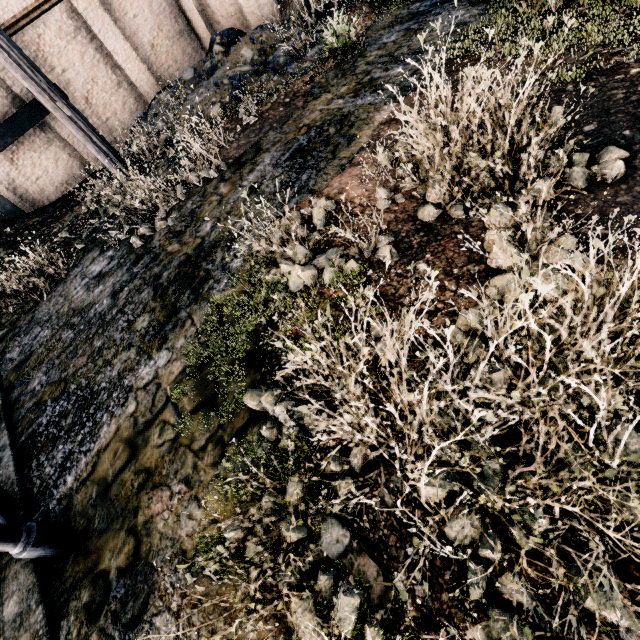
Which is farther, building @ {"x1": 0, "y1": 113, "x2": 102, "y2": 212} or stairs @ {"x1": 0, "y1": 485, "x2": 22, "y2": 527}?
building @ {"x1": 0, "y1": 113, "x2": 102, "y2": 212}

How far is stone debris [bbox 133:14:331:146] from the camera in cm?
1244

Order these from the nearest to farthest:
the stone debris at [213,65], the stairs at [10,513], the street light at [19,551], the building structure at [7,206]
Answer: the street light at [19,551]
the stairs at [10,513]
the stone debris at [213,65]
the building structure at [7,206]

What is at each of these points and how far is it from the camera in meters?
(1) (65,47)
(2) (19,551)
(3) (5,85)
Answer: (1) building, 15.2 m
(2) street light, 4.3 m
(3) building, 14.3 m

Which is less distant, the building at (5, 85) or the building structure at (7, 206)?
the building at (5, 85)

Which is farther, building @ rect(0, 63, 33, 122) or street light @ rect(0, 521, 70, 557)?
building @ rect(0, 63, 33, 122)

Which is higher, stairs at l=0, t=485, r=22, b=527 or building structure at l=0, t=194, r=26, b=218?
building structure at l=0, t=194, r=26, b=218

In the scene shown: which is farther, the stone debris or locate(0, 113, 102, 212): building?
locate(0, 113, 102, 212): building
